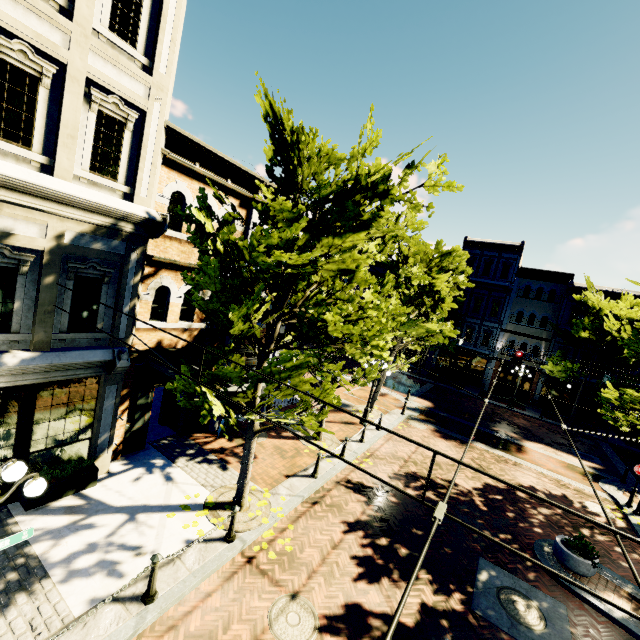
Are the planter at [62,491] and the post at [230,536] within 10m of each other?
yes

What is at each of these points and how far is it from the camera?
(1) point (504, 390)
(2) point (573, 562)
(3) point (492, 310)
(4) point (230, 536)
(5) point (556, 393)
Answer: (1) building, 30.6 meters
(2) planter, 9.1 meters
(3) building, 31.6 meters
(4) post, 7.8 meters
(5) building, 28.5 meters

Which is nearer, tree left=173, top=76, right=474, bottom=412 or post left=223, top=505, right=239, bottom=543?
tree left=173, top=76, right=474, bottom=412

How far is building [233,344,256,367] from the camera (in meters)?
12.80

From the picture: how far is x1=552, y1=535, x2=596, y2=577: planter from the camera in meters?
9.0

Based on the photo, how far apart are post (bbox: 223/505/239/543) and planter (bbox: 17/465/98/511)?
3.58m

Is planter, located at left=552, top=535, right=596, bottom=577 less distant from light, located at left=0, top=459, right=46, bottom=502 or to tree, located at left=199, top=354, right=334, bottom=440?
tree, located at left=199, top=354, right=334, bottom=440

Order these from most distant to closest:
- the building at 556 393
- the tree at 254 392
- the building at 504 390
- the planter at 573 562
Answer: the building at 504 390 → the building at 556 393 → the planter at 573 562 → the tree at 254 392
